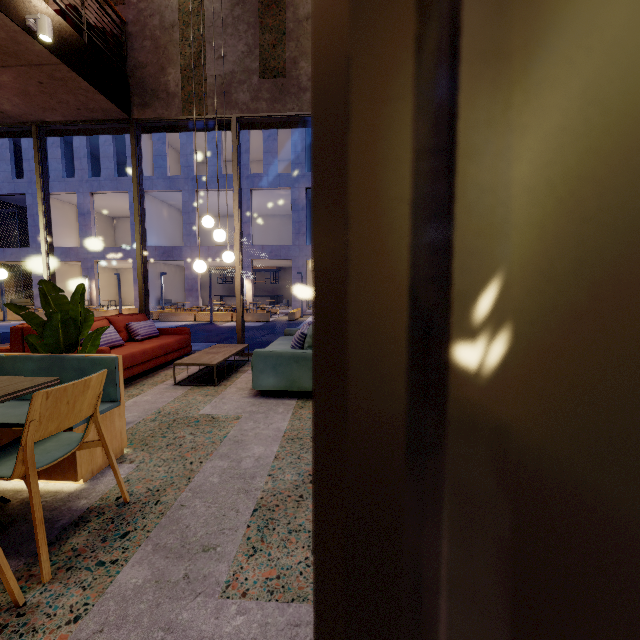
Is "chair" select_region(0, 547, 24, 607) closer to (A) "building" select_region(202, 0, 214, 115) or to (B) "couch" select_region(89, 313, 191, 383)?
(A) "building" select_region(202, 0, 214, 115)

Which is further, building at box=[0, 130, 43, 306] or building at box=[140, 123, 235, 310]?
building at box=[0, 130, 43, 306]

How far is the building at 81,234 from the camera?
23.3m

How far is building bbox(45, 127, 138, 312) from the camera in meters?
23.3

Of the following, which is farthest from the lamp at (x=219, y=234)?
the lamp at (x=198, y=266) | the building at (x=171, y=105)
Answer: the building at (x=171, y=105)

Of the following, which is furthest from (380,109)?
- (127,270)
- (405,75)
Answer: (127,270)

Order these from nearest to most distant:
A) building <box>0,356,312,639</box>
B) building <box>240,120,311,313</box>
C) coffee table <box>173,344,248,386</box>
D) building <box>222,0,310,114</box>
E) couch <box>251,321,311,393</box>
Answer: building <box>0,356,312,639</box>, couch <box>251,321,311,393</box>, coffee table <box>173,344,248,386</box>, building <box>222,0,310,114</box>, building <box>240,120,311,313</box>

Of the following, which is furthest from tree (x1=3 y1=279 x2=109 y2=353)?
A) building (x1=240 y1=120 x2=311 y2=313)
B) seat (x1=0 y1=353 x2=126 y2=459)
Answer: building (x1=240 y1=120 x2=311 y2=313)
